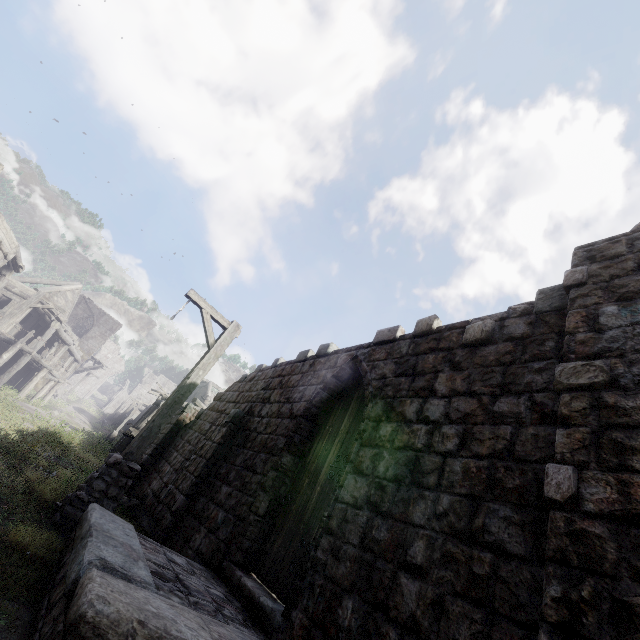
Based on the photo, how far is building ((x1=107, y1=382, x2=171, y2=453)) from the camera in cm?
1708

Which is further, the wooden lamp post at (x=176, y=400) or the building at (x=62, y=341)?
the building at (x=62, y=341)

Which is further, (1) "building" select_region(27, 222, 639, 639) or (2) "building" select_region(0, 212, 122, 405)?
(2) "building" select_region(0, 212, 122, 405)

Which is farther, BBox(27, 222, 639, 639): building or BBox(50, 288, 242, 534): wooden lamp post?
BBox(50, 288, 242, 534): wooden lamp post

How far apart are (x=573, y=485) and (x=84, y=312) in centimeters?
4864cm

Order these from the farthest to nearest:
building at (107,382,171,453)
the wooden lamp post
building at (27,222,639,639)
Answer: building at (107,382,171,453) < the wooden lamp post < building at (27,222,639,639)

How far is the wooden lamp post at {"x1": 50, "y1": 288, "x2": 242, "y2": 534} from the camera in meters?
5.4
